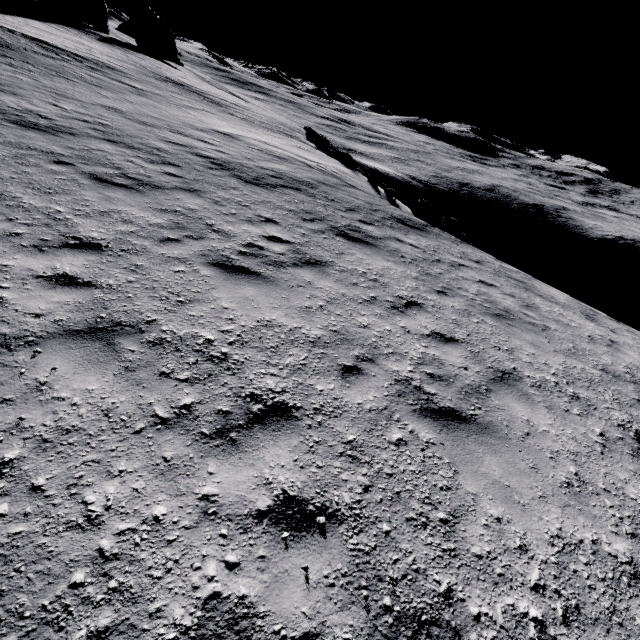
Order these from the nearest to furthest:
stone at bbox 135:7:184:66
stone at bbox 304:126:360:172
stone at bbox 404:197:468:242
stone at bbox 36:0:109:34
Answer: stone at bbox 404:197:468:242, stone at bbox 304:126:360:172, stone at bbox 36:0:109:34, stone at bbox 135:7:184:66

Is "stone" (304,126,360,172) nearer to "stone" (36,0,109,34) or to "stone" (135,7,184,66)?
"stone" (36,0,109,34)

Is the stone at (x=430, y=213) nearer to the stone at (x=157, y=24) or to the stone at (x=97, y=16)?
the stone at (x=97, y=16)

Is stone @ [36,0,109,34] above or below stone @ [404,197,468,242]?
above

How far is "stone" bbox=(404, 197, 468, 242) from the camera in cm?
1532

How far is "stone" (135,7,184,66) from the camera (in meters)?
49.09

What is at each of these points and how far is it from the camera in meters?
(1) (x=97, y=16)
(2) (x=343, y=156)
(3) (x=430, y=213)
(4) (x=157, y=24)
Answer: (1) stone, 40.5 m
(2) stone, 21.9 m
(3) stone, 16.7 m
(4) stone, 50.0 m

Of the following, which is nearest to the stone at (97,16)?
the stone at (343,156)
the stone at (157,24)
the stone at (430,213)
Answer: the stone at (157,24)
